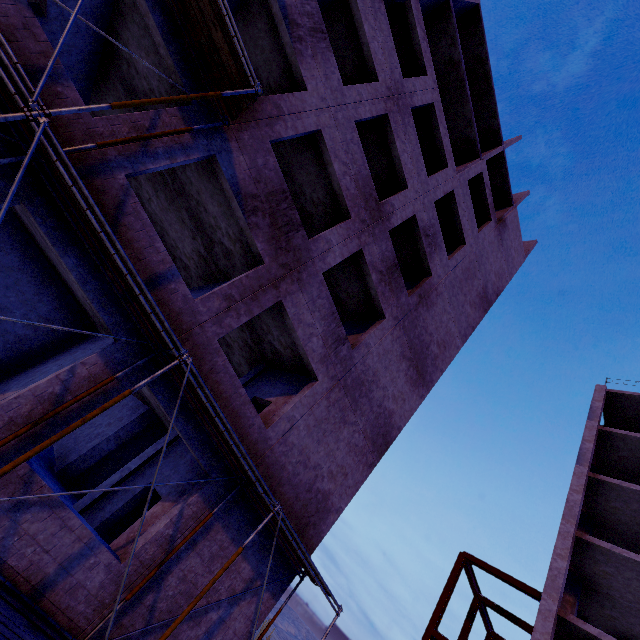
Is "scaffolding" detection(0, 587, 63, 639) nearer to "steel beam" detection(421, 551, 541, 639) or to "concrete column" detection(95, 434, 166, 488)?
"concrete column" detection(95, 434, 166, 488)

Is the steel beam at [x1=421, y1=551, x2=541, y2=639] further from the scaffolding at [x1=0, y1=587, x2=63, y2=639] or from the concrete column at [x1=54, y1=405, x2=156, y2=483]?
the concrete column at [x1=54, y1=405, x2=156, y2=483]

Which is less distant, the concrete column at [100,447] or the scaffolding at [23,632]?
the scaffolding at [23,632]

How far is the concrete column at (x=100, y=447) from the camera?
12.23m

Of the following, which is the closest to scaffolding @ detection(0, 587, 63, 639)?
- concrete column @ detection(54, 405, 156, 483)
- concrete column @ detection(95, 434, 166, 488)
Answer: concrete column @ detection(95, 434, 166, 488)

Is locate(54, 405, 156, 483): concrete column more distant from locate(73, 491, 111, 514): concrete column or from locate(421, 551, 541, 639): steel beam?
locate(421, 551, 541, 639): steel beam

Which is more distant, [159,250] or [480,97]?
[480,97]

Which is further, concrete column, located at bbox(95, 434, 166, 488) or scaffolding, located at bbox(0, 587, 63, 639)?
concrete column, located at bbox(95, 434, 166, 488)
